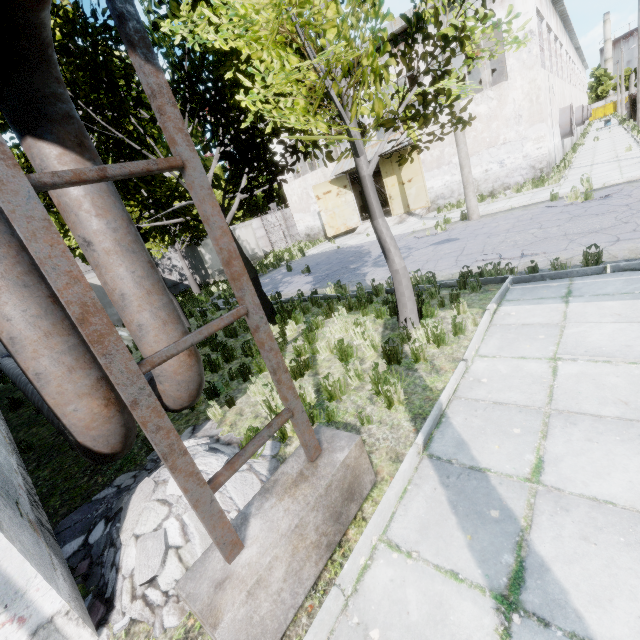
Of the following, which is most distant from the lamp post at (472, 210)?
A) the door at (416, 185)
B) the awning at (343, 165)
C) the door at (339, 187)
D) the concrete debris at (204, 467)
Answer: the concrete debris at (204, 467)

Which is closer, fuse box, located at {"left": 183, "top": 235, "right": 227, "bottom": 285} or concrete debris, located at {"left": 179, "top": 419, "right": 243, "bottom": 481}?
concrete debris, located at {"left": 179, "top": 419, "right": 243, "bottom": 481}

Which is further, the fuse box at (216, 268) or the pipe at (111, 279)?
the fuse box at (216, 268)

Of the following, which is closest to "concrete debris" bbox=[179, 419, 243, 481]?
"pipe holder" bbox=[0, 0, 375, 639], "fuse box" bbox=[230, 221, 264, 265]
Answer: "pipe holder" bbox=[0, 0, 375, 639]

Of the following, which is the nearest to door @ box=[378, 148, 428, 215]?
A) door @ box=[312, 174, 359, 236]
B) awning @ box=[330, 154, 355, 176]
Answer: awning @ box=[330, 154, 355, 176]

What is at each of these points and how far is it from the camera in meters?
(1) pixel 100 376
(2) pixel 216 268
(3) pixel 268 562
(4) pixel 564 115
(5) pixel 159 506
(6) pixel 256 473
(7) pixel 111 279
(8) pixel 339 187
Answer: (1) pipe, 3.2
(2) fuse box, 23.7
(3) pipe holder, 2.3
(4) fan, 21.4
(5) concrete debris, 3.4
(6) concrete debris, 3.8
(7) pipe, 3.4
(8) door, 23.9

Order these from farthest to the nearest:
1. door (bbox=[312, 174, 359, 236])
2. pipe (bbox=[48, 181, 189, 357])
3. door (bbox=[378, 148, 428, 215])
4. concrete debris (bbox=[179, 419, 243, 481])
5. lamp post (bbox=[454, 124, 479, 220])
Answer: door (bbox=[312, 174, 359, 236])
door (bbox=[378, 148, 428, 215])
lamp post (bbox=[454, 124, 479, 220])
concrete debris (bbox=[179, 419, 243, 481])
pipe (bbox=[48, 181, 189, 357])

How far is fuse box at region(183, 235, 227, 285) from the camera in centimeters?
2300cm
